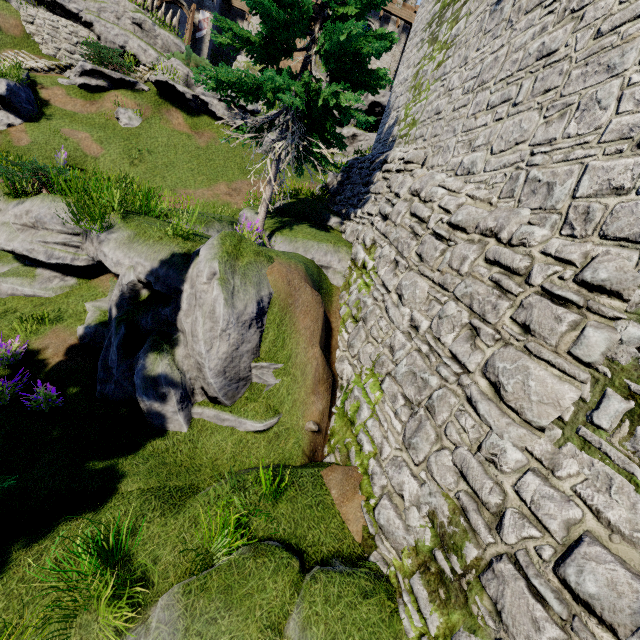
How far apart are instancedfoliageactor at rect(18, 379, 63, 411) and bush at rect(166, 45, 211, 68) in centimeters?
1824cm

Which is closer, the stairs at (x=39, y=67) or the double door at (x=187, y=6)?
the stairs at (x=39, y=67)

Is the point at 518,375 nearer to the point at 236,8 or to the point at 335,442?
the point at 335,442

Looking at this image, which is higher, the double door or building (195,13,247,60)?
the double door

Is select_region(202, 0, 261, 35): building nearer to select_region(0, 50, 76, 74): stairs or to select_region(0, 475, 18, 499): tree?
select_region(0, 50, 76, 74): stairs

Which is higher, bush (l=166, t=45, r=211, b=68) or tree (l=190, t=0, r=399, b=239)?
bush (l=166, t=45, r=211, b=68)

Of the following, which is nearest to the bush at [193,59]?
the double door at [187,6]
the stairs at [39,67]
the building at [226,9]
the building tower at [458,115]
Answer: the stairs at [39,67]

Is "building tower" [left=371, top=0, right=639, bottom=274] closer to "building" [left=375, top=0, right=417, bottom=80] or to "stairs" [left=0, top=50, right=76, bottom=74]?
"building" [left=375, top=0, right=417, bottom=80]
